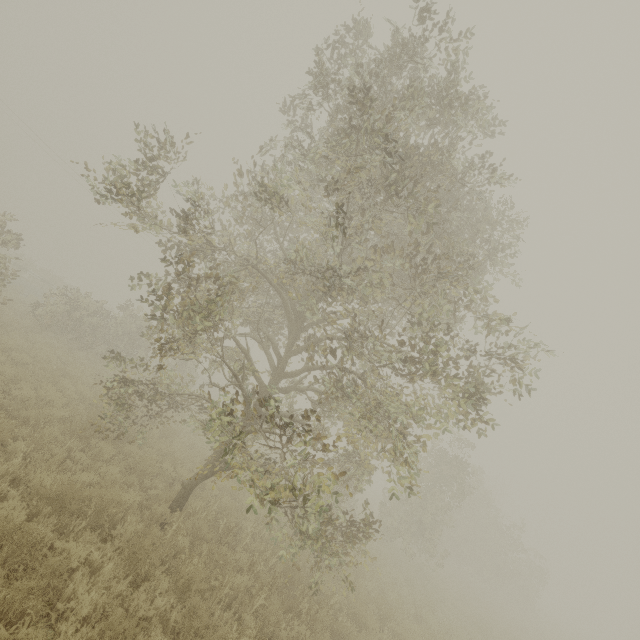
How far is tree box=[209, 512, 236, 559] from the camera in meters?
6.8 m

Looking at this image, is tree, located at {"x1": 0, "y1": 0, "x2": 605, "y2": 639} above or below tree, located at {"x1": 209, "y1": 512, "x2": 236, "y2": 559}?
above

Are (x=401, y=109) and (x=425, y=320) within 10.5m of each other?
yes

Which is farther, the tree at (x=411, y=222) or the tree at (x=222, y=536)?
the tree at (x=222, y=536)

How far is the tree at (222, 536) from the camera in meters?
6.8

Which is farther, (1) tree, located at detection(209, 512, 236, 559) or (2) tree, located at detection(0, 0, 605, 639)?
(1) tree, located at detection(209, 512, 236, 559)
